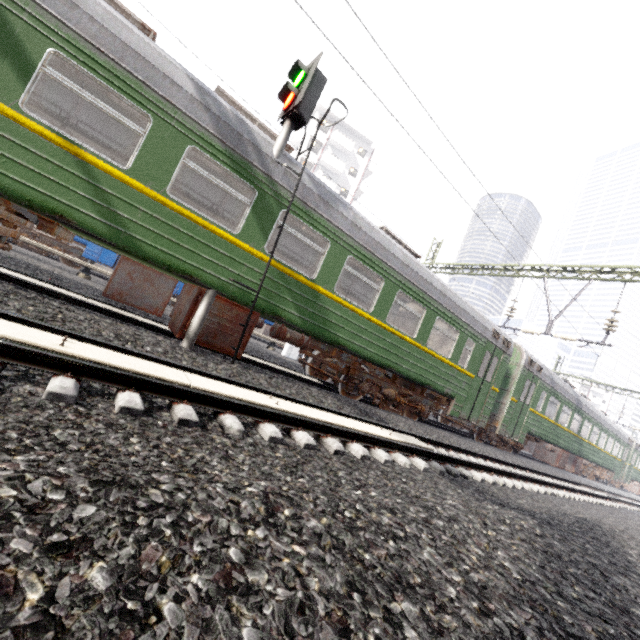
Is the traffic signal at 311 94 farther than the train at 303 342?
No

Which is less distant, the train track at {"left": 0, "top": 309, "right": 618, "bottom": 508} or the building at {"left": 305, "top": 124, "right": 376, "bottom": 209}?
the train track at {"left": 0, "top": 309, "right": 618, "bottom": 508}

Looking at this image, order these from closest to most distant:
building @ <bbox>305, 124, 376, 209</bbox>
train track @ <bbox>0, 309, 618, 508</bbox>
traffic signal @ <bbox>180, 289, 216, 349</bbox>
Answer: train track @ <bbox>0, 309, 618, 508</bbox> < traffic signal @ <bbox>180, 289, 216, 349</bbox> < building @ <bbox>305, 124, 376, 209</bbox>

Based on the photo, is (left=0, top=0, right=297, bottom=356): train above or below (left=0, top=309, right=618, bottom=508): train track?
above

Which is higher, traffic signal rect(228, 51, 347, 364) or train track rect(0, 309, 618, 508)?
traffic signal rect(228, 51, 347, 364)

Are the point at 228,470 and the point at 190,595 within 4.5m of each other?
yes

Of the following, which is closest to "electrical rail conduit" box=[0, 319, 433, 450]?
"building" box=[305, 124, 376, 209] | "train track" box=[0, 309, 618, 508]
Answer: "train track" box=[0, 309, 618, 508]
